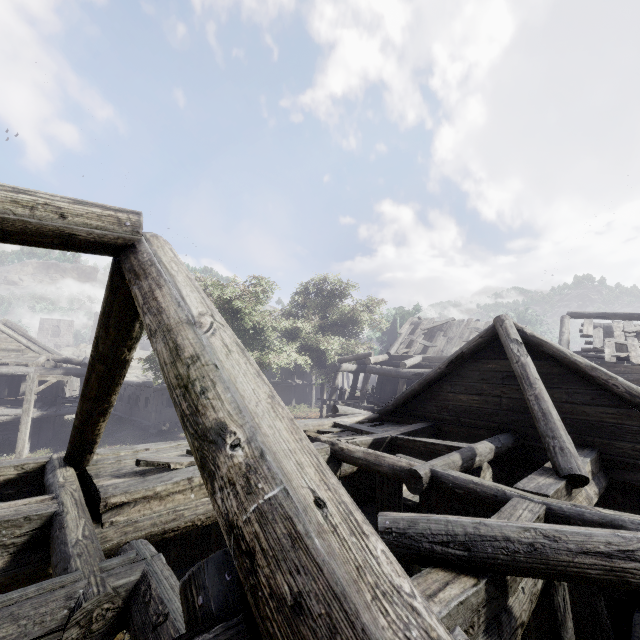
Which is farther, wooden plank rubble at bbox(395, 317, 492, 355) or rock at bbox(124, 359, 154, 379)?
rock at bbox(124, 359, 154, 379)

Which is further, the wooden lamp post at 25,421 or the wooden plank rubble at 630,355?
the wooden plank rubble at 630,355

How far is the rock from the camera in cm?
4007

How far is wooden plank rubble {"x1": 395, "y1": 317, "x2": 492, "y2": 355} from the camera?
20.1m

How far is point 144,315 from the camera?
2.1m

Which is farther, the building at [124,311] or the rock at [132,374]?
the rock at [132,374]

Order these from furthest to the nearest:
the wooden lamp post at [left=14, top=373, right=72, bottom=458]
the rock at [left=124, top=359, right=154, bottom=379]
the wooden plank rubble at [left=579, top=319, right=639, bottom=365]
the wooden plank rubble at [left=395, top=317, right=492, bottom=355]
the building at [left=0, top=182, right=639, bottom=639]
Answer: the rock at [left=124, top=359, right=154, bottom=379]
the wooden plank rubble at [left=395, top=317, right=492, bottom=355]
the wooden plank rubble at [left=579, top=319, right=639, bottom=365]
the wooden lamp post at [left=14, top=373, right=72, bottom=458]
the building at [left=0, top=182, right=639, bottom=639]

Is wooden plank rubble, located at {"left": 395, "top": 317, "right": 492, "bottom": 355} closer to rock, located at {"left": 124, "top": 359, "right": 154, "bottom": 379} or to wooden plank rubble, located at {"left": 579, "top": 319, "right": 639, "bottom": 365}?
wooden plank rubble, located at {"left": 579, "top": 319, "right": 639, "bottom": 365}
